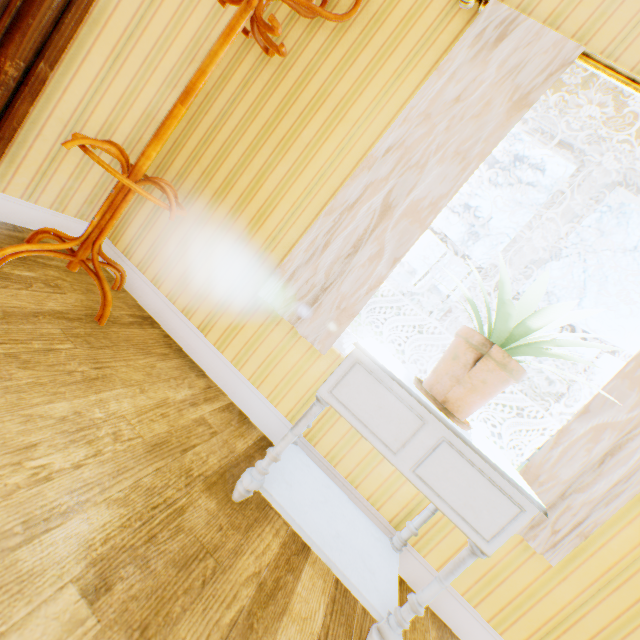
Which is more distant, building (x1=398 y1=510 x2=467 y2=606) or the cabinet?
building (x1=398 y1=510 x2=467 y2=606)

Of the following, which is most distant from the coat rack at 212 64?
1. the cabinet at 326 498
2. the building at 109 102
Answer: the cabinet at 326 498

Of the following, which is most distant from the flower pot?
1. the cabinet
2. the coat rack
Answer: the coat rack

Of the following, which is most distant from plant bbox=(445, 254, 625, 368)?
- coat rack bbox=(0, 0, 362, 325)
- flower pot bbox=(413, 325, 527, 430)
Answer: coat rack bbox=(0, 0, 362, 325)

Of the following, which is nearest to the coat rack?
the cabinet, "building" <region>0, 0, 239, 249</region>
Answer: "building" <region>0, 0, 239, 249</region>

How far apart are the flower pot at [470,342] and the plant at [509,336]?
0.1m

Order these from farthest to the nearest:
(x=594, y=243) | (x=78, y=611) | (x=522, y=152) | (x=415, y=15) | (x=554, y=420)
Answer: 1. (x=554, y=420)
2. (x=522, y=152)
3. (x=594, y=243)
4. (x=415, y=15)
5. (x=78, y=611)
